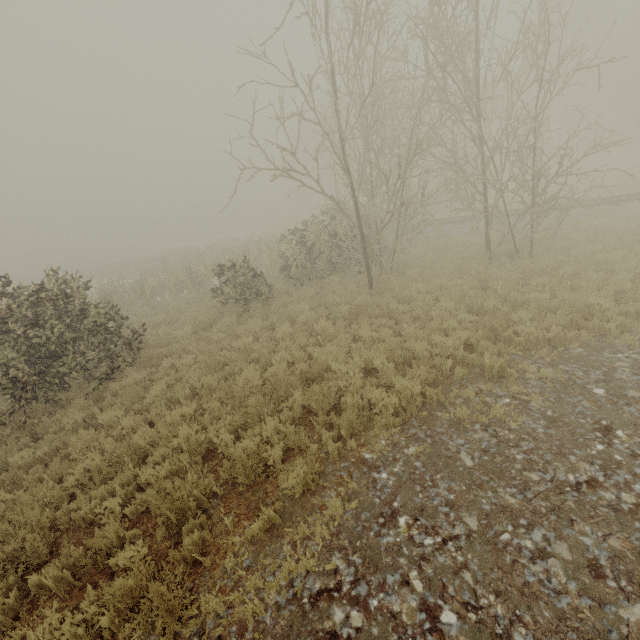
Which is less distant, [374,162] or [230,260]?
[230,260]
